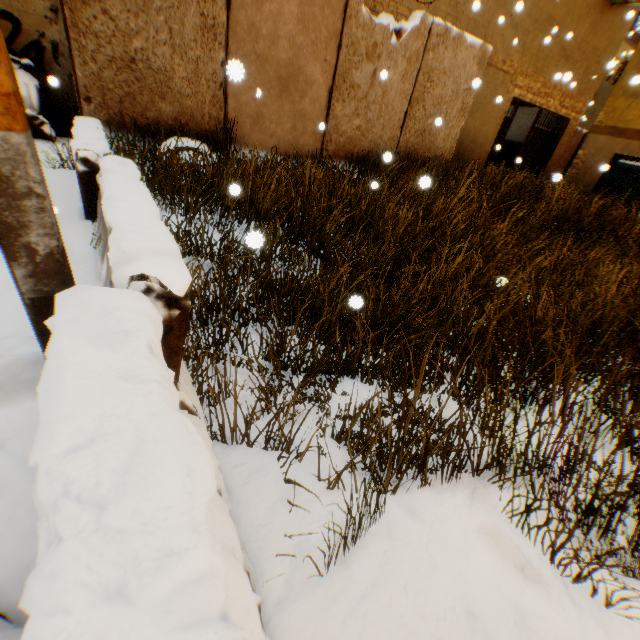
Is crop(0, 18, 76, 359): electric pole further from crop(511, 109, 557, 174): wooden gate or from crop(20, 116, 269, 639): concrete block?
crop(511, 109, 557, 174): wooden gate

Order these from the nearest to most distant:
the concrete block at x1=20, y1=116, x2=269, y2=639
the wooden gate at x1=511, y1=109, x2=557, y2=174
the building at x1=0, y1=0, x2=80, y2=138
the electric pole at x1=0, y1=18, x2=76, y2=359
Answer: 1. the concrete block at x1=20, y1=116, x2=269, y2=639
2. the electric pole at x1=0, y1=18, x2=76, y2=359
3. the building at x1=0, y1=0, x2=80, y2=138
4. the wooden gate at x1=511, y1=109, x2=557, y2=174

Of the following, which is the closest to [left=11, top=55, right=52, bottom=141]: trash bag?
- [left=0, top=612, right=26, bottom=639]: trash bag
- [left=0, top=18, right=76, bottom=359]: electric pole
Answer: [left=0, top=18, right=76, bottom=359]: electric pole

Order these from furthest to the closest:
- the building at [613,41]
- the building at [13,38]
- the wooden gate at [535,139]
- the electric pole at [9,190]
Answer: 1. the wooden gate at [535,139]
2. the building at [613,41]
3. the building at [13,38]
4. the electric pole at [9,190]

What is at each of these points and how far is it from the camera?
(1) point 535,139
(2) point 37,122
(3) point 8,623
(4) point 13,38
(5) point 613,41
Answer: (1) wooden gate, 13.5m
(2) trash bag, 5.4m
(3) trash bag, 0.7m
(4) building, 5.2m
(5) building, 12.1m

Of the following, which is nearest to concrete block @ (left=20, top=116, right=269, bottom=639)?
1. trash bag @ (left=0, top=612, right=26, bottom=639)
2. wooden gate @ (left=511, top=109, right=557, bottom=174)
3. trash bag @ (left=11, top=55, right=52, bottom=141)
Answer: trash bag @ (left=0, top=612, right=26, bottom=639)

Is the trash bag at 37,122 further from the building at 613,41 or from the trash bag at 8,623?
the trash bag at 8,623

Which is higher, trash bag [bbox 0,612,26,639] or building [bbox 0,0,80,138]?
building [bbox 0,0,80,138]
